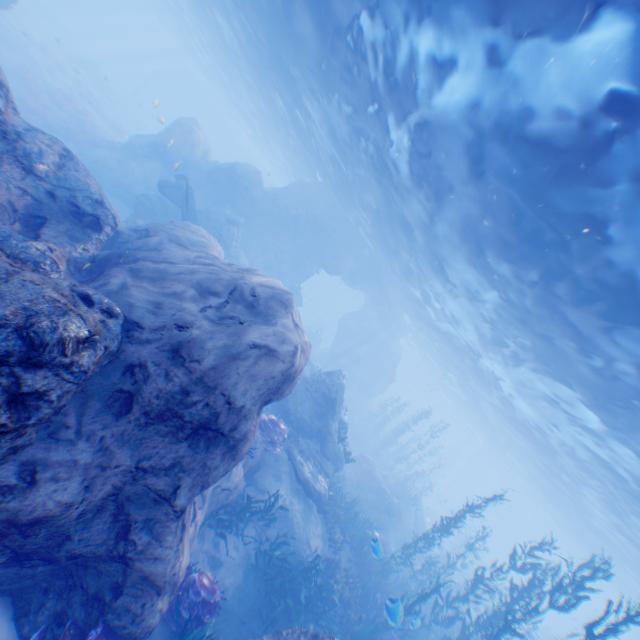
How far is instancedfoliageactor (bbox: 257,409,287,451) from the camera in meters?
11.3

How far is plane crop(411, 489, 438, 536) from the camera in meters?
25.0 m

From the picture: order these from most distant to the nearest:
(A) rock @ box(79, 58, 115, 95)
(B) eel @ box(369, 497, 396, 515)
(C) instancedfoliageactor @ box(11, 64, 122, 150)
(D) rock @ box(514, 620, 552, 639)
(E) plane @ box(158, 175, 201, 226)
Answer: (A) rock @ box(79, 58, 115, 95)
(C) instancedfoliageactor @ box(11, 64, 122, 150)
(B) eel @ box(369, 497, 396, 515)
(E) plane @ box(158, 175, 201, 226)
(D) rock @ box(514, 620, 552, 639)

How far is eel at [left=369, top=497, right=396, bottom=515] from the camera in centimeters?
1944cm

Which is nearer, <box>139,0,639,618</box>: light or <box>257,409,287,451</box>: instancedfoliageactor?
<box>139,0,639,618</box>: light

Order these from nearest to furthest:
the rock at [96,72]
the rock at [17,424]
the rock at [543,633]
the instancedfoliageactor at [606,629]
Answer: the rock at [17,424], the instancedfoliageactor at [606,629], the rock at [543,633], the rock at [96,72]

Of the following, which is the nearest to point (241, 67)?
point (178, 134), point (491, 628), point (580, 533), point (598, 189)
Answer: point (178, 134)

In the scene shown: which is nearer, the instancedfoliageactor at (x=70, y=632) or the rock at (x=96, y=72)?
the instancedfoliageactor at (x=70, y=632)
